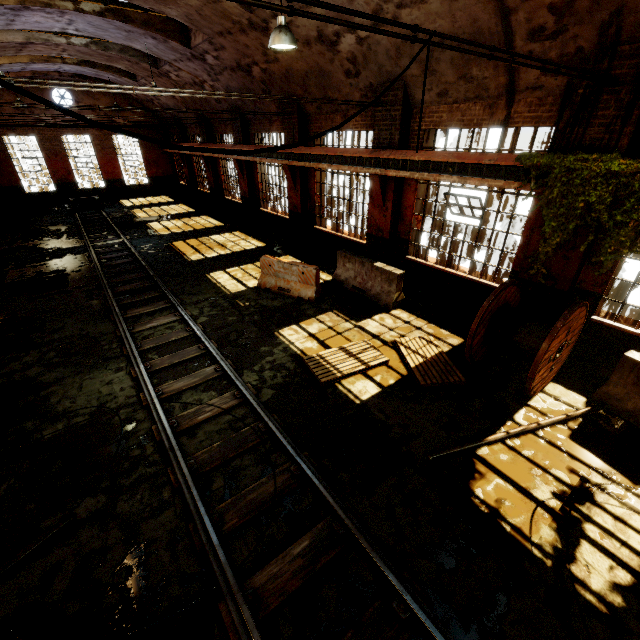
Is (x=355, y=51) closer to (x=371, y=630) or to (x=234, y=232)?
(x=234, y=232)

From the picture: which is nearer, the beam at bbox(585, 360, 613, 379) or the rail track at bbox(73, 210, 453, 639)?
the rail track at bbox(73, 210, 453, 639)

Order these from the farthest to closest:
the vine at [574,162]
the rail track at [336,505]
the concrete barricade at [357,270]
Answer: the concrete barricade at [357,270]
the vine at [574,162]
the rail track at [336,505]

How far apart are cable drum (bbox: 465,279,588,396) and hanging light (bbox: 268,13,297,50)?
6.0 meters

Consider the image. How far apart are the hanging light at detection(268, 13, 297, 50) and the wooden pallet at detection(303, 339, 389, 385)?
6.1 meters

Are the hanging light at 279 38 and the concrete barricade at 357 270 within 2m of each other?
no

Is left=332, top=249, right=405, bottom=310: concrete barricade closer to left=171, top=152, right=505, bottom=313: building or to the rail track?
left=171, top=152, right=505, bottom=313: building

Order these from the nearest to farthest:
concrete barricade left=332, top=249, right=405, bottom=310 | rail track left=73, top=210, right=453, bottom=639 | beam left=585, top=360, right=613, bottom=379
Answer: rail track left=73, top=210, right=453, bottom=639, beam left=585, top=360, right=613, bottom=379, concrete barricade left=332, top=249, right=405, bottom=310
